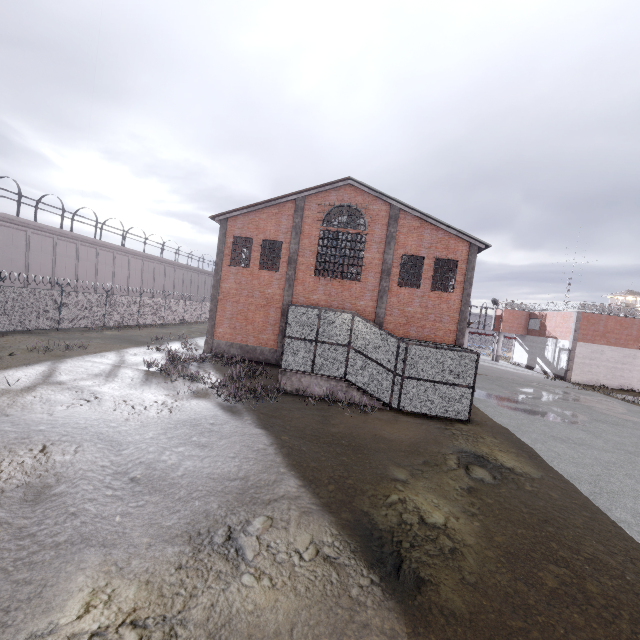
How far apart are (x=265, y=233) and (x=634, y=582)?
20.6 meters

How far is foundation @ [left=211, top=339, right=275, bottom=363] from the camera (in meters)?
20.98

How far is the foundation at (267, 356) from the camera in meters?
21.0

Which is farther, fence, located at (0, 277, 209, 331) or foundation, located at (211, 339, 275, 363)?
foundation, located at (211, 339, 275, 363)

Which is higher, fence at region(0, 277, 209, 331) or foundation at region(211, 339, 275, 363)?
fence at region(0, 277, 209, 331)

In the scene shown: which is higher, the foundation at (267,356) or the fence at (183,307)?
the fence at (183,307)
